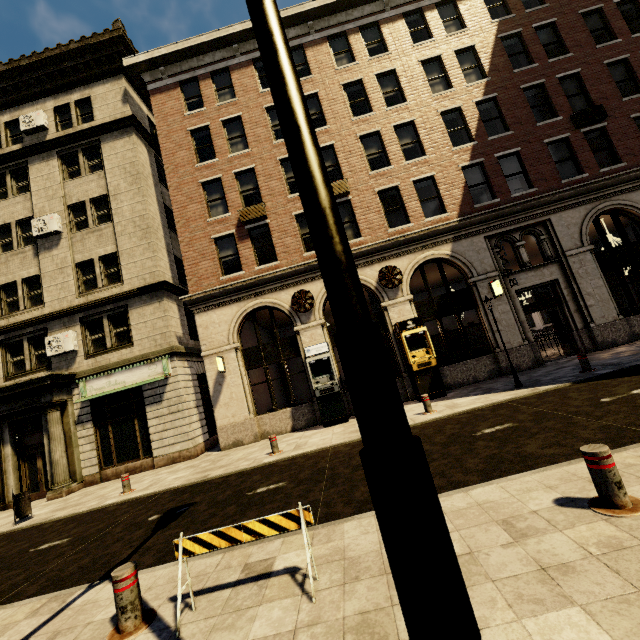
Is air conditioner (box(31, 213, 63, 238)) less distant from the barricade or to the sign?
the sign

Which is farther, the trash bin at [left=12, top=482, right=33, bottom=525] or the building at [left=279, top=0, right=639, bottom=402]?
the building at [left=279, top=0, right=639, bottom=402]

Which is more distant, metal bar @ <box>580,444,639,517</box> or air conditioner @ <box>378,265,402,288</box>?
air conditioner @ <box>378,265,402,288</box>

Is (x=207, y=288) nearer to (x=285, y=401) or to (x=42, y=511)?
(x=42, y=511)

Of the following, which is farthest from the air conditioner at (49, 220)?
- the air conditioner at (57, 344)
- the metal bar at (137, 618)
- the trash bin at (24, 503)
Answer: the metal bar at (137, 618)

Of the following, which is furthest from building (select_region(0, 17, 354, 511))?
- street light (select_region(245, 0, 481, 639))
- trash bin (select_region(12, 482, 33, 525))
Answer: street light (select_region(245, 0, 481, 639))

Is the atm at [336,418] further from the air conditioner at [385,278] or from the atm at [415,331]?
the air conditioner at [385,278]

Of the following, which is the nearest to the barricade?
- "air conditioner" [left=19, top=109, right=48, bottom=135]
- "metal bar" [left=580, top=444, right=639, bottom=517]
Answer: "metal bar" [left=580, top=444, right=639, bottom=517]
